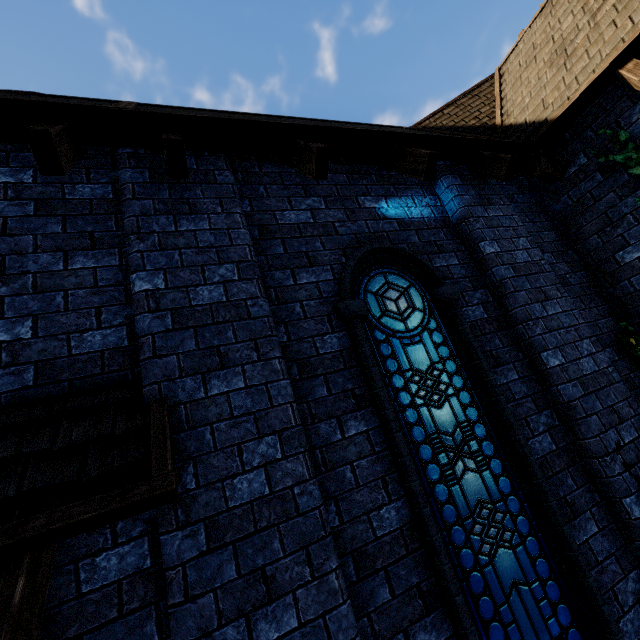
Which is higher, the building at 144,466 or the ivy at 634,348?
the ivy at 634,348

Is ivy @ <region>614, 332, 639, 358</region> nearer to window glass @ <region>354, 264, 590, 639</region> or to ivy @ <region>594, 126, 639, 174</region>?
ivy @ <region>594, 126, 639, 174</region>

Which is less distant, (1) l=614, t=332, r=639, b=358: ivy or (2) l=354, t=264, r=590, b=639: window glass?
(2) l=354, t=264, r=590, b=639: window glass

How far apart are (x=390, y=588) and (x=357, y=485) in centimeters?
71cm

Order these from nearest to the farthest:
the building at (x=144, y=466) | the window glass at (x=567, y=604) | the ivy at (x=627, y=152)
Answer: the building at (x=144, y=466)
the window glass at (x=567, y=604)
the ivy at (x=627, y=152)

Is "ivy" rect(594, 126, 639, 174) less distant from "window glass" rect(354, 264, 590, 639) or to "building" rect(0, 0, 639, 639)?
"building" rect(0, 0, 639, 639)

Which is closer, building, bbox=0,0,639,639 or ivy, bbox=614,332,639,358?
building, bbox=0,0,639,639

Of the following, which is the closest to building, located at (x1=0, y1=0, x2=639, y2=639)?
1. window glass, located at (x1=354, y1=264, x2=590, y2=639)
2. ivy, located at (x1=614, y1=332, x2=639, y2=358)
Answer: ivy, located at (x1=614, y1=332, x2=639, y2=358)
